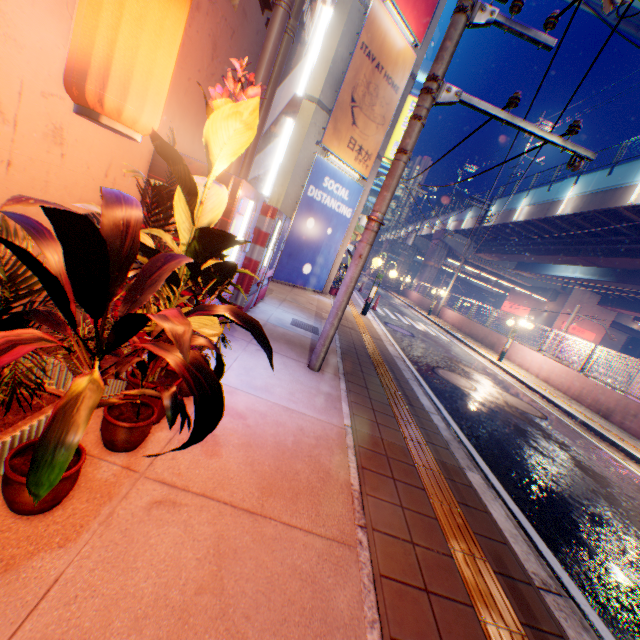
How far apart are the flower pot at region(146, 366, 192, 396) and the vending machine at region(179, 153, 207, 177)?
0.8m

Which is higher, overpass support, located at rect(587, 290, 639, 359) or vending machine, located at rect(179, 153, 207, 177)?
overpass support, located at rect(587, 290, 639, 359)

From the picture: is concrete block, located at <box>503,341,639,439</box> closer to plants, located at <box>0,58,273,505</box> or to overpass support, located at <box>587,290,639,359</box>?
overpass support, located at <box>587,290,639,359</box>

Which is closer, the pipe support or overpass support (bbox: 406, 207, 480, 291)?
the pipe support

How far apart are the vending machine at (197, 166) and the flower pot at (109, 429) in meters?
1.2

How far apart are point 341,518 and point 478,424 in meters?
4.8 m

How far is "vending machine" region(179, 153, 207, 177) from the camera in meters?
3.1 m
